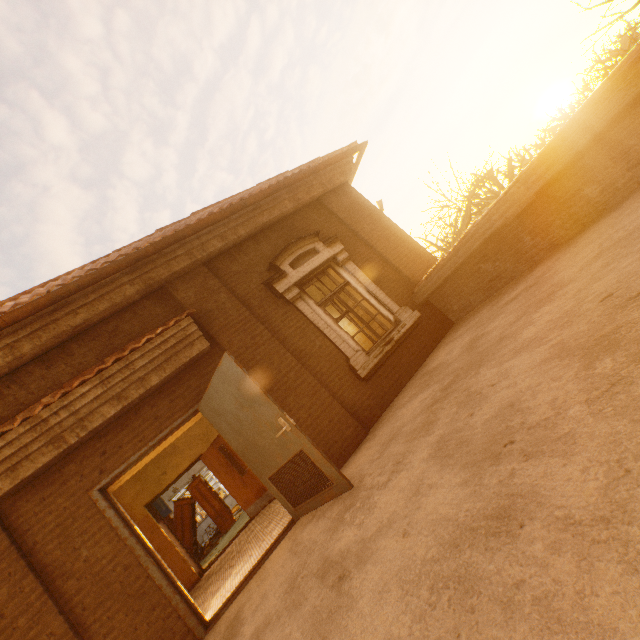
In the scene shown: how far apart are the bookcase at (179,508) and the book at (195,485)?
0.02m

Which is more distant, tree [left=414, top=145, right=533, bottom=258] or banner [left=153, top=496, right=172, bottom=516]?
banner [left=153, top=496, right=172, bottom=516]

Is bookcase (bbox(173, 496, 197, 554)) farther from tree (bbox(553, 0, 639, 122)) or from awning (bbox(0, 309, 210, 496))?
tree (bbox(553, 0, 639, 122))

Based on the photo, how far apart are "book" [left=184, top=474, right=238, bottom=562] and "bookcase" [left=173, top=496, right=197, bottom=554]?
0.0 meters

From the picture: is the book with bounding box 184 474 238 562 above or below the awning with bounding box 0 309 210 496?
below

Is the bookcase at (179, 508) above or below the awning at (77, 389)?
below

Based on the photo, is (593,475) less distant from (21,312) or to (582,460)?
(582,460)

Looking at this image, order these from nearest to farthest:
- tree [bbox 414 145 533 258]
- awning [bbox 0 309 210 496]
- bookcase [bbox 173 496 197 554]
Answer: awning [bbox 0 309 210 496] < bookcase [bbox 173 496 197 554] < tree [bbox 414 145 533 258]
